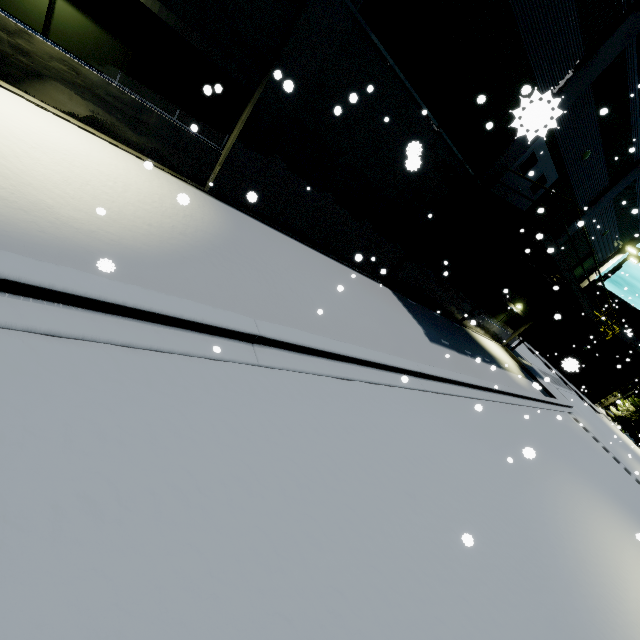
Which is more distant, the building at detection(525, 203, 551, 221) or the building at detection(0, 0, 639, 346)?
the building at detection(525, 203, 551, 221)

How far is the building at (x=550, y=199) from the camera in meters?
14.0

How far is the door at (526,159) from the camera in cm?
1184

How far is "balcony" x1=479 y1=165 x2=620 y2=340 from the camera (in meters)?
10.45

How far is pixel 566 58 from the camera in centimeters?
984cm

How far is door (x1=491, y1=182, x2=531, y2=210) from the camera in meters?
12.5 m

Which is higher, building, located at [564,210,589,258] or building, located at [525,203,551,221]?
building, located at [564,210,589,258]
